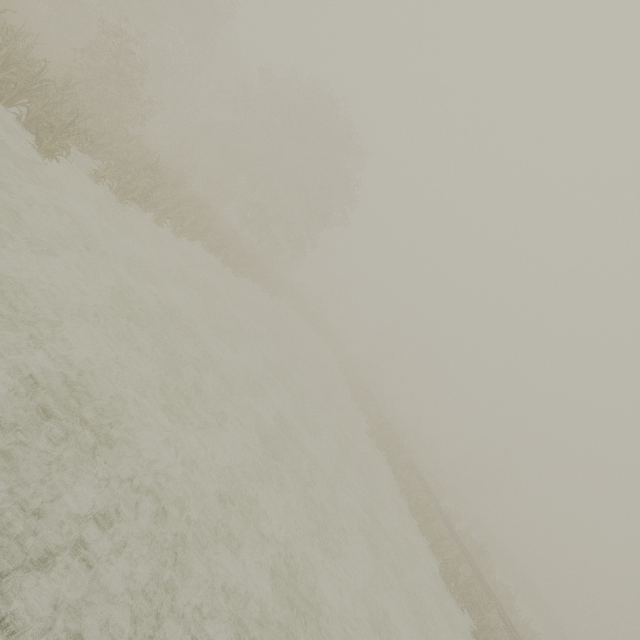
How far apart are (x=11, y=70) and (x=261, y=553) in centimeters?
1321cm
